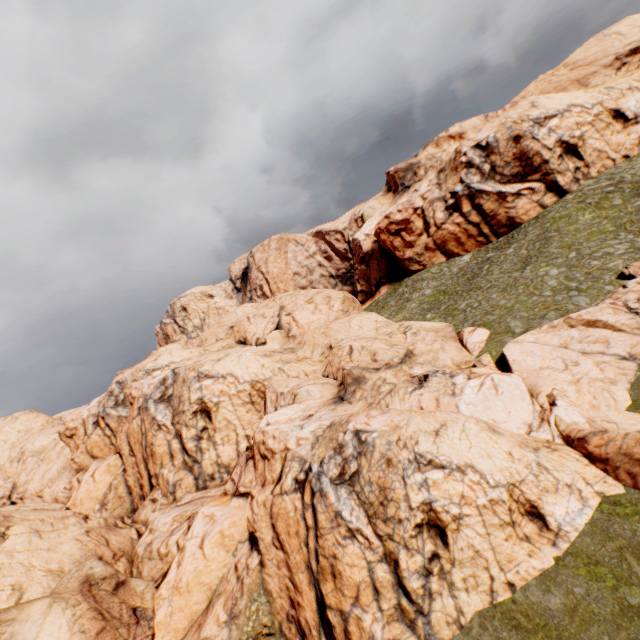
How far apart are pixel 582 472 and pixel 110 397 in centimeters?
5397cm

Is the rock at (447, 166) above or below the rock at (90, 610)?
above

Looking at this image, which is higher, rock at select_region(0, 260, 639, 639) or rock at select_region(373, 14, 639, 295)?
rock at select_region(373, 14, 639, 295)

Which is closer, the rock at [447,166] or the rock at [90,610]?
the rock at [90,610]

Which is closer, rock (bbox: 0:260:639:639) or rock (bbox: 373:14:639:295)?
rock (bbox: 0:260:639:639)
